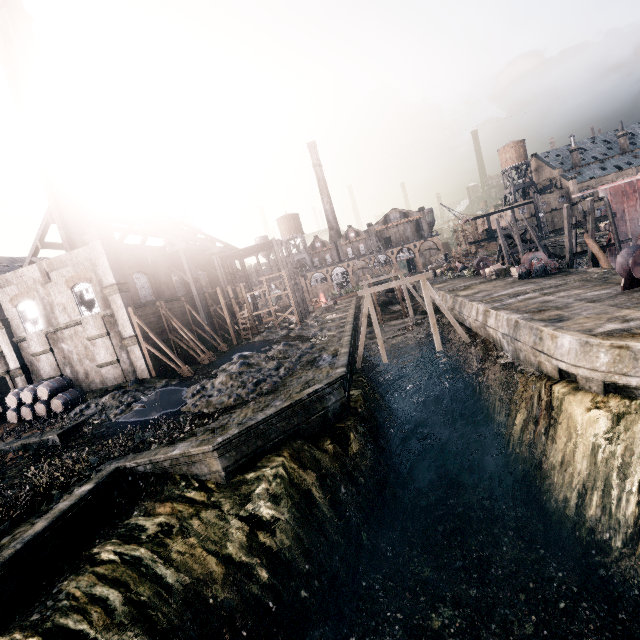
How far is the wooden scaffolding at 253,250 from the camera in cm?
4009

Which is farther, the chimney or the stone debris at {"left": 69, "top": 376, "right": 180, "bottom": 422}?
the chimney

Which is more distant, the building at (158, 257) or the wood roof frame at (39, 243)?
the wood roof frame at (39, 243)

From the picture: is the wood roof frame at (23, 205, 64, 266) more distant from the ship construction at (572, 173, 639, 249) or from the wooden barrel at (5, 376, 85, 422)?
the ship construction at (572, 173, 639, 249)

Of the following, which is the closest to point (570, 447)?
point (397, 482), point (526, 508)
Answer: point (526, 508)

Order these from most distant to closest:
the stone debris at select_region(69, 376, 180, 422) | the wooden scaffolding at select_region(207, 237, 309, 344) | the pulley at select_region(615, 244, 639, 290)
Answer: the wooden scaffolding at select_region(207, 237, 309, 344)
the stone debris at select_region(69, 376, 180, 422)
the pulley at select_region(615, 244, 639, 290)

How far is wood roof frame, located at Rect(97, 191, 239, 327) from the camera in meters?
34.7 m

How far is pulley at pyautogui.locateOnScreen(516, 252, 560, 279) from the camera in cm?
3219
